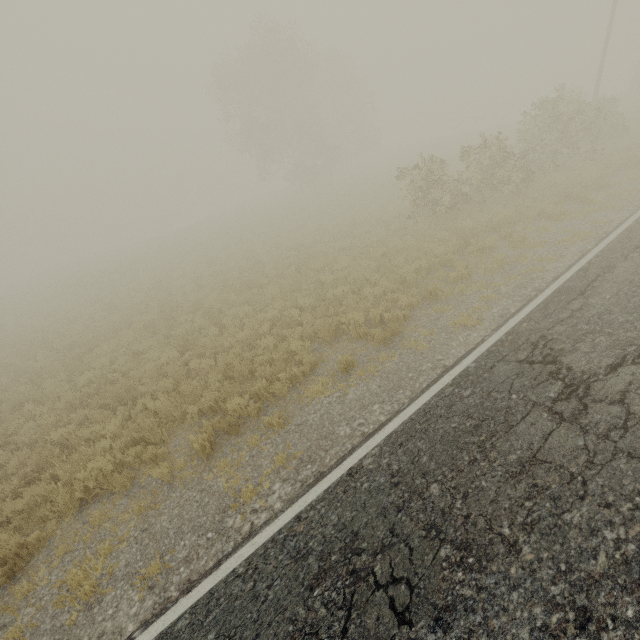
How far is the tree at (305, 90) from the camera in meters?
28.4 m

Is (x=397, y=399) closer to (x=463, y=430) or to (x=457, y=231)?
(x=463, y=430)

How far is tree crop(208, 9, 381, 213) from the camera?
28.4m
